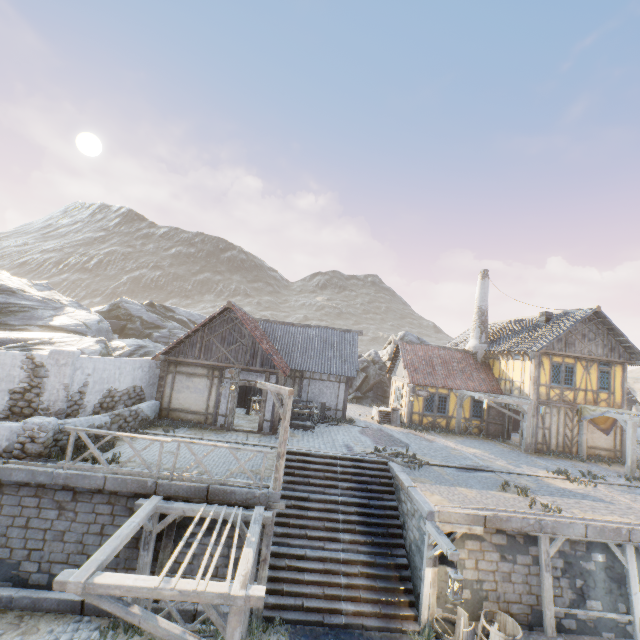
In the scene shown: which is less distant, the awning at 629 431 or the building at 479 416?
the awning at 629 431

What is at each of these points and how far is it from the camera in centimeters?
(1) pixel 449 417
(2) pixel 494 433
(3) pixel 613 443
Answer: (1) building, 2164cm
(2) door, 2119cm
(3) building, 1906cm

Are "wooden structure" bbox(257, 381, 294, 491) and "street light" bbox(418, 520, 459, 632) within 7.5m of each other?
yes

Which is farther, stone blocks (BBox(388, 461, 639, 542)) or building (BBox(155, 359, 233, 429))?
building (BBox(155, 359, 233, 429))

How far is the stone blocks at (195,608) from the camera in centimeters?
841cm

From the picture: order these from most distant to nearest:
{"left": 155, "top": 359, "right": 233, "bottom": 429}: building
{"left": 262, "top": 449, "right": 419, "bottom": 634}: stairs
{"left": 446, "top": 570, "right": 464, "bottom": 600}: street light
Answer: {"left": 155, "top": 359, "right": 233, "bottom": 429}: building, {"left": 262, "top": 449, "right": 419, "bottom": 634}: stairs, {"left": 446, "top": 570, "right": 464, "bottom": 600}: street light

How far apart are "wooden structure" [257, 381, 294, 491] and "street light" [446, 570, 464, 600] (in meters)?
4.40

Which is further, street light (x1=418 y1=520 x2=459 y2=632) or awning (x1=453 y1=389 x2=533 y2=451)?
awning (x1=453 y1=389 x2=533 y2=451)
